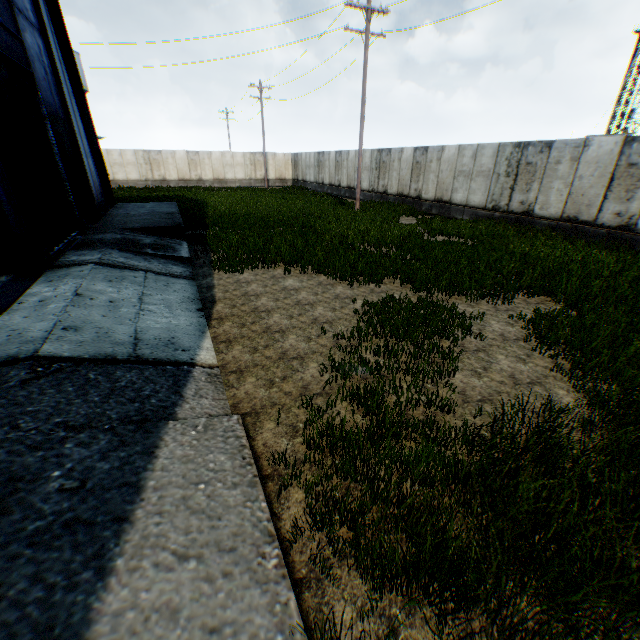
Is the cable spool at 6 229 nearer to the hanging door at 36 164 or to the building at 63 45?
the hanging door at 36 164

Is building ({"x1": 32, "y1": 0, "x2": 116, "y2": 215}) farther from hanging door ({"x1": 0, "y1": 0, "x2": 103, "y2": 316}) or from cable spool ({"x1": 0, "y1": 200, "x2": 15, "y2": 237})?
cable spool ({"x1": 0, "y1": 200, "x2": 15, "y2": 237})

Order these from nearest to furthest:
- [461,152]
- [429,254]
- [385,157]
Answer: [429,254], [461,152], [385,157]

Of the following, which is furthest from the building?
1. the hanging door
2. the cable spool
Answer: the cable spool

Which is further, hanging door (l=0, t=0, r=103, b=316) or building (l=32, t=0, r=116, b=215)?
building (l=32, t=0, r=116, b=215)

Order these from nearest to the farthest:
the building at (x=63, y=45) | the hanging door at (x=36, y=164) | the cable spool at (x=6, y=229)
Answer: the hanging door at (x=36, y=164) < the cable spool at (x=6, y=229) < the building at (x=63, y=45)

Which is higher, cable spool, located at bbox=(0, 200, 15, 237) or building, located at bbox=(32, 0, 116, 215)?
building, located at bbox=(32, 0, 116, 215)
